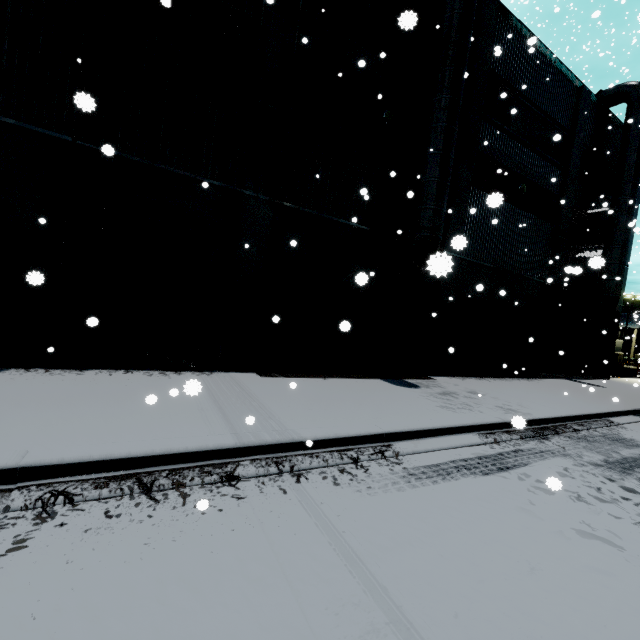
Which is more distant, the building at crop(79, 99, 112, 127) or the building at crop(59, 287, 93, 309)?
the building at crop(59, 287, 93, 309)

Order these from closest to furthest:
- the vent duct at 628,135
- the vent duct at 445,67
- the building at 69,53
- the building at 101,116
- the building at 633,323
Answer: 1. the building at 101,116
2. the building at 69,53
3. the vent duct at 445,67
4. the vent duct at 628,135
5. the building at 633,323

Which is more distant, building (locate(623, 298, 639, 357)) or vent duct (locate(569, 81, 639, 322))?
building (locate(623, 298, 639, 357))

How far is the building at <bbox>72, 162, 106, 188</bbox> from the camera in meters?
7.0 m

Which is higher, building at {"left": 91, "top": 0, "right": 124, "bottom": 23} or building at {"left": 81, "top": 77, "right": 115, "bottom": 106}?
building at {"left": 91, "top": 0, "right": 124, "bottom": 23}

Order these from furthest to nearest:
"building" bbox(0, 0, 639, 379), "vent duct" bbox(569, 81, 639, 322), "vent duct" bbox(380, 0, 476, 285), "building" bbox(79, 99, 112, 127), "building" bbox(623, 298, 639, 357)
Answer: "building" bbox(623, 298, 639, 357), "vent duct" bbox(569, 81, 639, 322), "vent duct" bbox(380, 0, 476, 285), "building" bbox(0, 0, 639, 379), "building" bbox(79, 99, 112, 127)

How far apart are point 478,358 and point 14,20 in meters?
17.2

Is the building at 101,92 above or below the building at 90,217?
above
